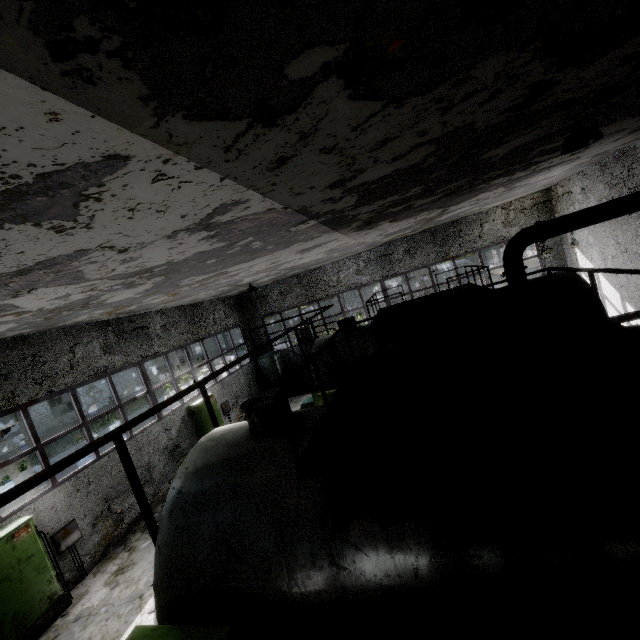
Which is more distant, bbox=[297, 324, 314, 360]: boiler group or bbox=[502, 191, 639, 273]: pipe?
bbox=[297, 324, 314, 360]: boiler group

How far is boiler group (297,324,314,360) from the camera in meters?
19.7

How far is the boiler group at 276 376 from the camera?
19.59m

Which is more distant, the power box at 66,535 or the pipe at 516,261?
the pipe at 516,261

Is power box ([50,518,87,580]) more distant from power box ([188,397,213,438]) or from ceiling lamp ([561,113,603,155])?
ceiling lamp ([561,113,603,155])

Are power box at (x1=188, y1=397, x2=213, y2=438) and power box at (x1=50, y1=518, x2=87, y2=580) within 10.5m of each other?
yes

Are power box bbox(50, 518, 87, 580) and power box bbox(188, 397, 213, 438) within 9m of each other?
yes

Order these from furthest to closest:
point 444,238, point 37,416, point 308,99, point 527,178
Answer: point 37,416 → point 444,238 → point 527,178 → point 308,99
